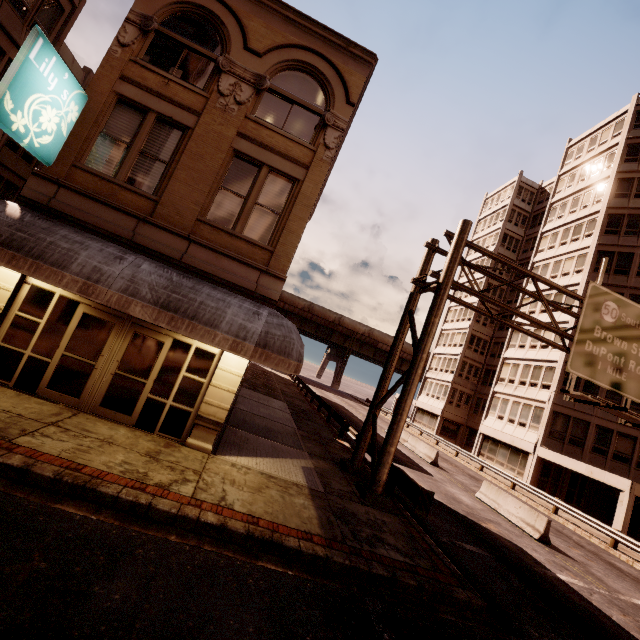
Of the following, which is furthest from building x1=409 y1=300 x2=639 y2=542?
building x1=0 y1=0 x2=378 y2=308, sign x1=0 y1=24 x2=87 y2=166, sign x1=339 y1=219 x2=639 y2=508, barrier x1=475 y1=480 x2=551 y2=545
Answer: sign x1=0 y1=24 x2=87 y2=166

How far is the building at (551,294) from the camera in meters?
29.1 m

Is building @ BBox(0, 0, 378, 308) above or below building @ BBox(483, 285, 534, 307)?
below

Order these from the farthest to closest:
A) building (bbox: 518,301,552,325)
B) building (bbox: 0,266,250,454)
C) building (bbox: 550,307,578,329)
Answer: building (bbox: 518,301,552,325) → building (bbox: 550,307,578,329) → building (bbox: 0,266,250,454)

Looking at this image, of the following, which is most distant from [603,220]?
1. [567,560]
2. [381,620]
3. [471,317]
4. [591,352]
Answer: [381,620]

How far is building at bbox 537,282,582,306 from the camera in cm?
2905

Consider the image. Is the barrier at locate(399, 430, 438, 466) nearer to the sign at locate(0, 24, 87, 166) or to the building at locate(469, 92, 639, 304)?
the building at locate(469, 92, 639, 304)

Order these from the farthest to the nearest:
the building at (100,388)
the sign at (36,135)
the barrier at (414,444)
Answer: the barrier at (414,444) → the building at (100,388) → the sign at (36,135)
